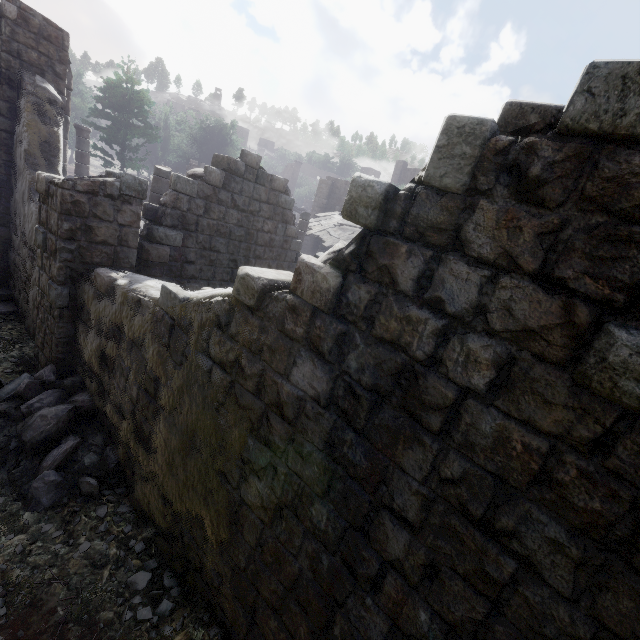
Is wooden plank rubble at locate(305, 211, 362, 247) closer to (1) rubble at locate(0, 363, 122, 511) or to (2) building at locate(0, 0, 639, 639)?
(2) building at locate(0, 0, 639, 639)

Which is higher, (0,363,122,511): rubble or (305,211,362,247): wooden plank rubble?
(305,211,362,247): wooden plank rubble

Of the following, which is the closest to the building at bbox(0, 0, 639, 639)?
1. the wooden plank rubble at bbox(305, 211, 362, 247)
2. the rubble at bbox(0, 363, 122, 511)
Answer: the rubble at bbox(0, 363, 122, 511)

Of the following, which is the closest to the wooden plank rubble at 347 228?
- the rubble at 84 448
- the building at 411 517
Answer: the building at 411 517

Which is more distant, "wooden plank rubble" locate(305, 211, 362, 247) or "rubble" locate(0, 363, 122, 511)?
"wooden plank rubble" locate(305, 211, 362, 247)

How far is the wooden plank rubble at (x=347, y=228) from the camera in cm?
1898

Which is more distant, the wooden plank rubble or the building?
the wooden plank rubble

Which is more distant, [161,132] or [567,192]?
[161,132]
